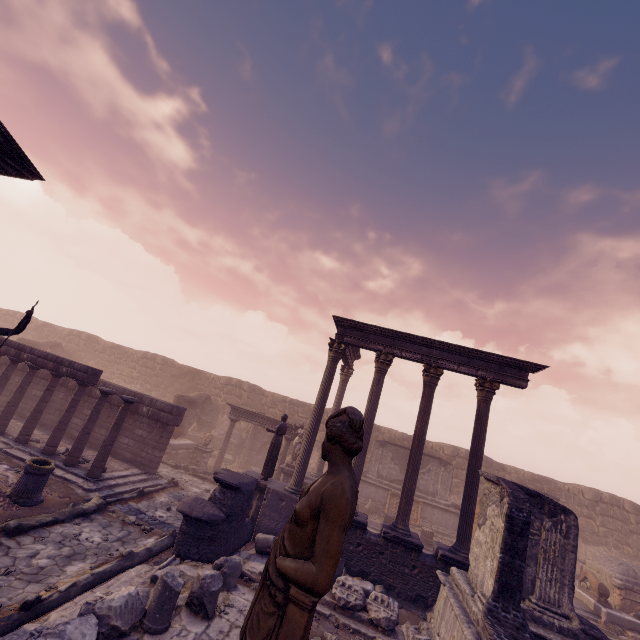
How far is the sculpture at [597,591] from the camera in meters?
12.5

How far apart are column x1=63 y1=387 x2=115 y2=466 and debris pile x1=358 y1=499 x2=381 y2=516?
11.5m

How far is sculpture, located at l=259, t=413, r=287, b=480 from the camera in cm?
1131

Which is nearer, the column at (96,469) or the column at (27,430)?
the column at (96,469)

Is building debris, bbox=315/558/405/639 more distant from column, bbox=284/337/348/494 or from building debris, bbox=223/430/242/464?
building debris, bbox=223/430/242/464

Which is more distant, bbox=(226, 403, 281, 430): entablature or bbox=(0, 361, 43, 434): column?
bbox=(226, 403, 281, 430): entablature

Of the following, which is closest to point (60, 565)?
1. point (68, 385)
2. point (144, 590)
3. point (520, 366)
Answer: point (144, 590)

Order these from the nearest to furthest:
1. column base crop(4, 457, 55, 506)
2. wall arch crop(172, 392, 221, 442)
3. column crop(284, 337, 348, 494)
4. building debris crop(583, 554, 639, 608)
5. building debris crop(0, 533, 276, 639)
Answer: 1. building debris crop(0, 533, 276, 639)
2. column base crop(4, 457, 55, 506)
3. column crop(284, 337, 348, 494)
4. building debris crop(583, 554, 639, 608)
5. wall arch crop(172, 392, 221, 442)
